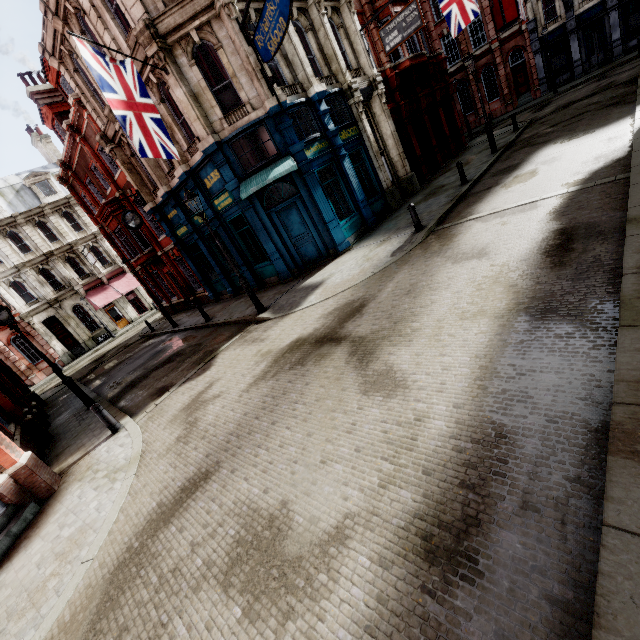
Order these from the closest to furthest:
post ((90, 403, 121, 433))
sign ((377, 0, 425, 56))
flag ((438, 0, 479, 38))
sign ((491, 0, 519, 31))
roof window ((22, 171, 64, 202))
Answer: post ((90, 403, 121, 433)), sign ((377, 0, 425, 56)), flag ((438, 0, 479, 38)), sign ((491, 0, 519, 31)), roof window ((22, 171, 64, 202))

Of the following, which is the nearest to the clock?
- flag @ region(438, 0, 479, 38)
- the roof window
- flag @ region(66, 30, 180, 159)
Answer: flag @ region(66, 30, 180, 159)

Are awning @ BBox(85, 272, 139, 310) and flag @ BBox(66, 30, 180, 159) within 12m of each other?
no

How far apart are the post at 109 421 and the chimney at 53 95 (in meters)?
25.67

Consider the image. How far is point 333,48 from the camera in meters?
14.2 m

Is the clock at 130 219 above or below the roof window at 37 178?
below

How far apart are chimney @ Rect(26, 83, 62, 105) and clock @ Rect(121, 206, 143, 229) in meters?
13.0 m

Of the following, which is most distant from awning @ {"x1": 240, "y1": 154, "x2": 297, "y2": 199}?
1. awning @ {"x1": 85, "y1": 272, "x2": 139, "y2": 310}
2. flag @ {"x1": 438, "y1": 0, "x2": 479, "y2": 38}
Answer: awning @ {"x1": 85, "y1": 272, "x2": 139, "y2": 310}
